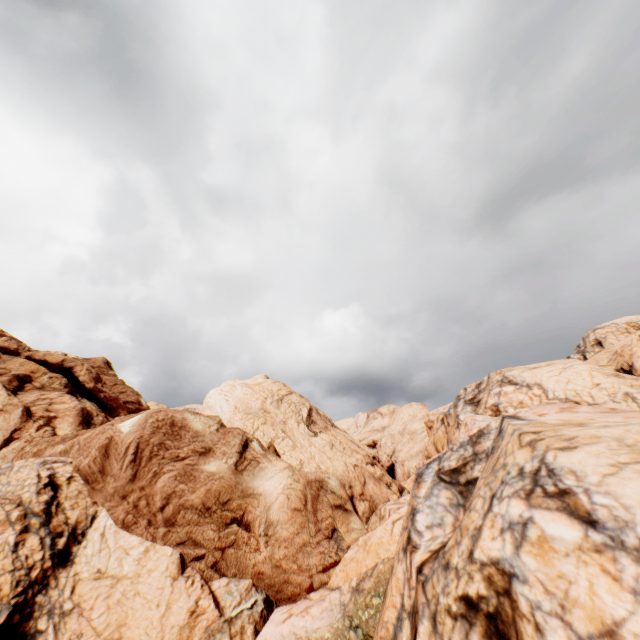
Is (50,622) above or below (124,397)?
below
